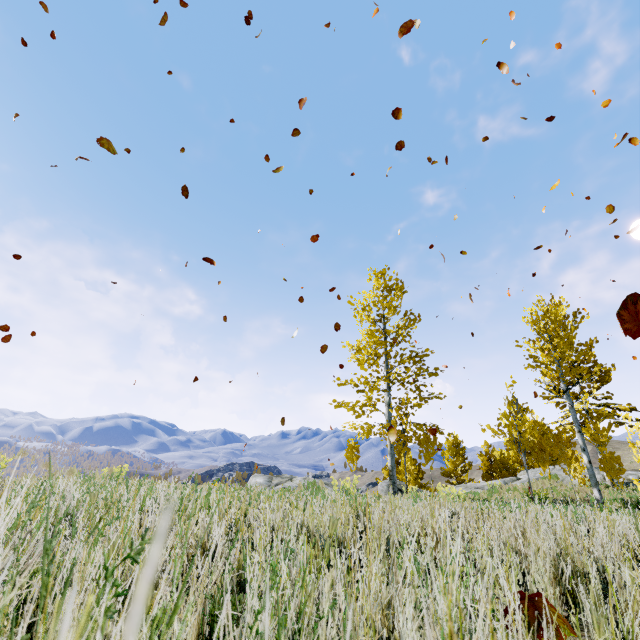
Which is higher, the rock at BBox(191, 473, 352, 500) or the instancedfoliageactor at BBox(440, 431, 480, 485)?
the instancedfoliageactor at BBox(440, 431, 480, 485)

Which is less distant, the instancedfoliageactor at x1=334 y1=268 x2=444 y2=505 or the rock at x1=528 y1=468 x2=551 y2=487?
the instancedfoliageactor at x1=334 y1=268 x2=444 y2=505

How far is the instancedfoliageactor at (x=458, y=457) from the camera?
27.61m

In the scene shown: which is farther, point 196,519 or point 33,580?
point 196,519

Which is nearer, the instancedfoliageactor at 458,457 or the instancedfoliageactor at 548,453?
the instancedfoliageactor at 548,453

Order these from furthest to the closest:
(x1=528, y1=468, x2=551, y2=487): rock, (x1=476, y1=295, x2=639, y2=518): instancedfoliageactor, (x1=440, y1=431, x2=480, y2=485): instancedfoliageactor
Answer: (x1=440, y1=431, x2=480, y2=485): instancedfoliageactor, (x1=528, y1=468, x2=551, y2=487): rock, (x1=476, y1=295, x2=639, y2=518): instancedfoliageactor

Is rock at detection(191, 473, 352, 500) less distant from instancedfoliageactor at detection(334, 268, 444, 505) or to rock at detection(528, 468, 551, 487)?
instancedfoliageactor at detection(334, 268, 444, 505)
